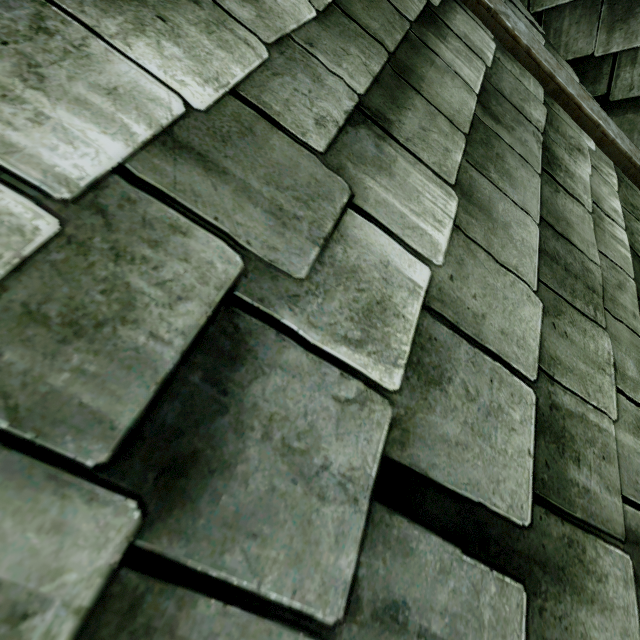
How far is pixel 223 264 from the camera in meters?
1.2 m
